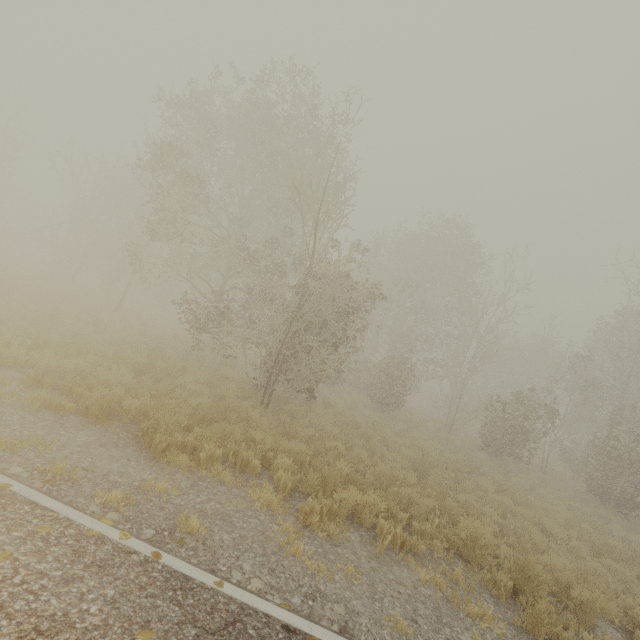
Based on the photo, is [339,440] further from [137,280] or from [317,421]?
[137,280]
